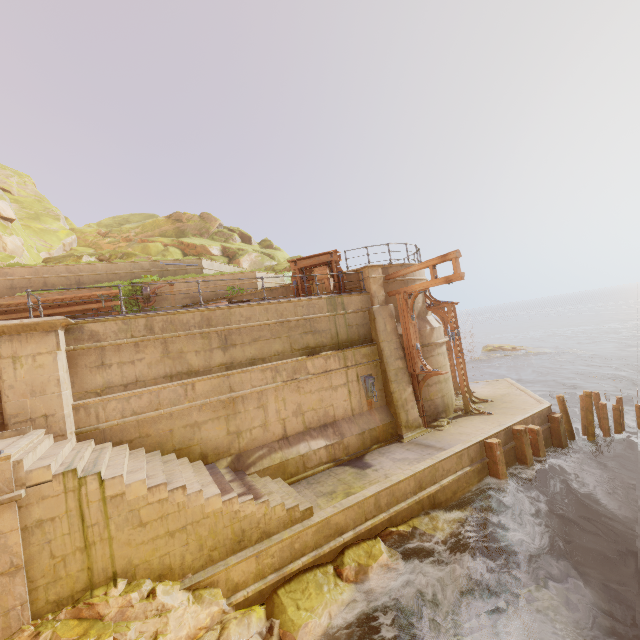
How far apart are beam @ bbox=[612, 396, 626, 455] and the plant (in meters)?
21.36

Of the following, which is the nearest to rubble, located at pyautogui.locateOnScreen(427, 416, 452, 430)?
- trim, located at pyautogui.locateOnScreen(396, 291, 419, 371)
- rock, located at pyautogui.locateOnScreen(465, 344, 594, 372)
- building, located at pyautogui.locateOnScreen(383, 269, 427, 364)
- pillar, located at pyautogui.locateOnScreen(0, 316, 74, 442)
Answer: building, located at pyautogui.locateOnScreen(383, 269, 427, 364)

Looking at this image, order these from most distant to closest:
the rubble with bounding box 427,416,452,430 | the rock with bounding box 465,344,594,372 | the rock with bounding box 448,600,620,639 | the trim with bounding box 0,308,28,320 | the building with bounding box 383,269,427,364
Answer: the rock with bounding box 465,344,594,372 < the trim with bounding box 0,308,28,320 < the building with bounding box 383,269,427,364 < the rubble with bounding box 427,416,452,430 < the rock with bounding box 448,600,620,639

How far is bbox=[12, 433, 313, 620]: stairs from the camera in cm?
562

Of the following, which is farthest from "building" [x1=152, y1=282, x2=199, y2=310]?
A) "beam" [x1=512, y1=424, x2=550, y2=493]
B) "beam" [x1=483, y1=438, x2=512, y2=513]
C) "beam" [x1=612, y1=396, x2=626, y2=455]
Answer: "beam" [x1=612, y1=396, x2=626, y2=455]

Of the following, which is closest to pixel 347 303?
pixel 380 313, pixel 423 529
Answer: pixel 380 313

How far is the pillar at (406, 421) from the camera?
12.5 meters

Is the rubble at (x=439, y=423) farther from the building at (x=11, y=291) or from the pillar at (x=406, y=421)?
the building at (x=11, y=291)
